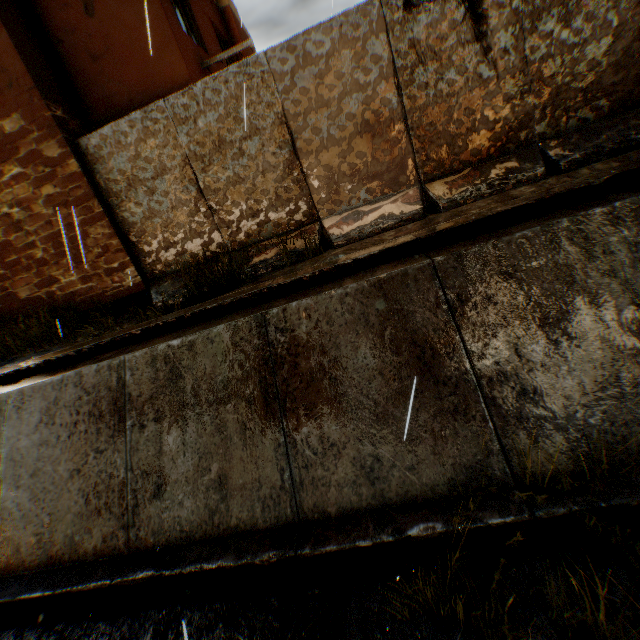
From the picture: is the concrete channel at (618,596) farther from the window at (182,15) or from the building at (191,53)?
the window at (182,15)

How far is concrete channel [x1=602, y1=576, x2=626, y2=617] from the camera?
2.3 meters

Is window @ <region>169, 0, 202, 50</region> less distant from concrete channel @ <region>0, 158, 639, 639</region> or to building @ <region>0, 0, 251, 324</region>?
building @ <region>0, 0, 251, 324</region>

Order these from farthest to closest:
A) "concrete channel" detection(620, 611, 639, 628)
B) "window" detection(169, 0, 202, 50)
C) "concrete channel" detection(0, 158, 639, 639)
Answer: "window" detection(169, 0, 202, 50), "concrete channel" detection(0, 158, 639, 639), "concrete channel" detection(620, 611, 639, 628)

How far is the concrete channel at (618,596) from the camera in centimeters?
234cm

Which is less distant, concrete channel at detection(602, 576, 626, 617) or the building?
concrete channel at detection(602, 576, 626, 617)

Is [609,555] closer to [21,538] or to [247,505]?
[247,505]

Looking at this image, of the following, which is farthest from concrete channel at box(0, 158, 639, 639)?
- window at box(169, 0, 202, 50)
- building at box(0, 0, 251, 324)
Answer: window at box(169, 0, 202, 50)
